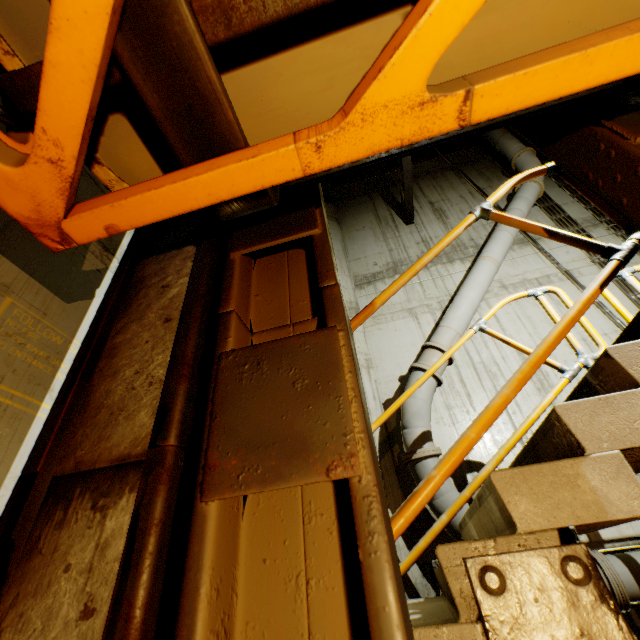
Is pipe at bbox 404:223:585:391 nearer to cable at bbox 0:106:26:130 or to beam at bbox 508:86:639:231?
beam at bbox 508:86:639:231

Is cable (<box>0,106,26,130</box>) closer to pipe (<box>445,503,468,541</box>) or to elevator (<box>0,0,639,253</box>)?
elevator (<box>0,0,639,253</box>)

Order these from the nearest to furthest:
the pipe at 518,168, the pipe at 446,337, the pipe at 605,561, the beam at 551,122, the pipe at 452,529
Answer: the beam at 551,122 < the pipe at 605,561 < the pipe at 452,529 < the pipe at 446,337 < the pipe at 518,168

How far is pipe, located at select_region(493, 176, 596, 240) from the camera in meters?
7.7

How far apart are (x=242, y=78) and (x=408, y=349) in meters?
7.1

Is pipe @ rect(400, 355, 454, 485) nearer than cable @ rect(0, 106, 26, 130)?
No

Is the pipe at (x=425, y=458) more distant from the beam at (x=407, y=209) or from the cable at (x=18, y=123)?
the cable at (x=18, y=123)

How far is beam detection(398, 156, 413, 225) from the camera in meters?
8.8 m
